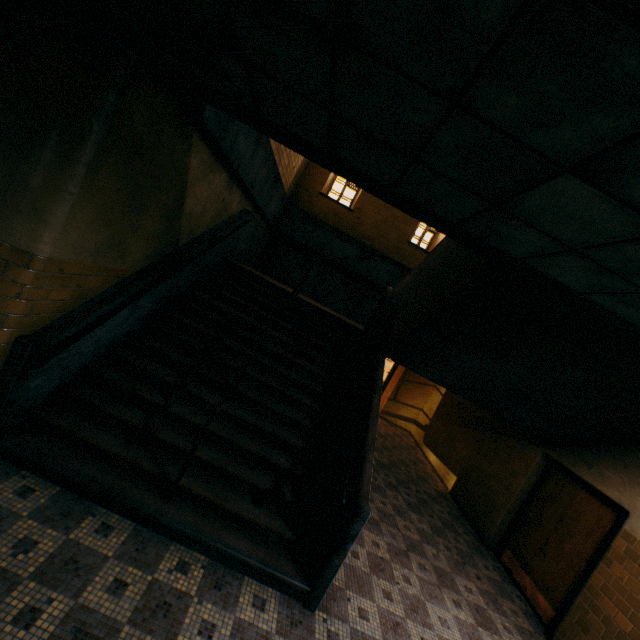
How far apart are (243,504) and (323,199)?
9.4m

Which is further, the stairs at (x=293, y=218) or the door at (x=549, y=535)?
the door at (x=549, y=535)

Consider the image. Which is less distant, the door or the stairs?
the stairs
